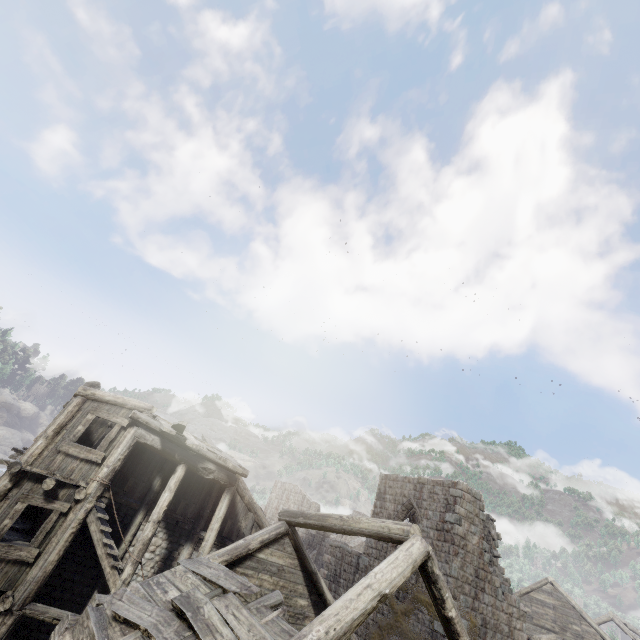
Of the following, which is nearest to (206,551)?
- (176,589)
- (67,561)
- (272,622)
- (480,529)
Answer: (67,561)
